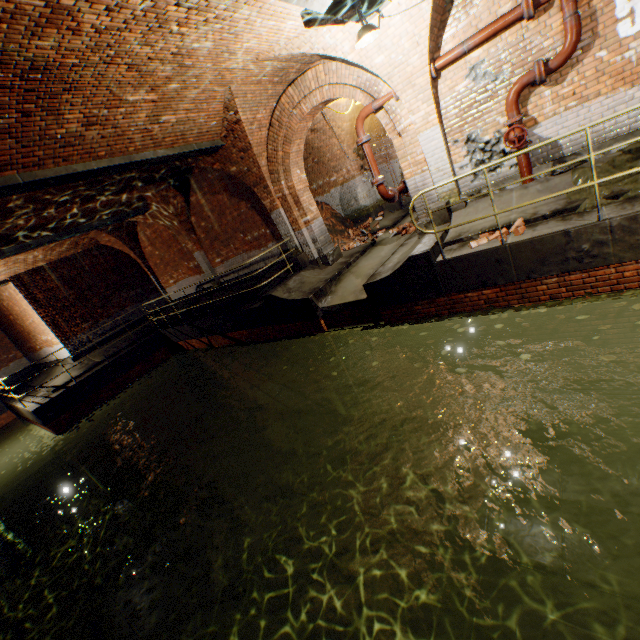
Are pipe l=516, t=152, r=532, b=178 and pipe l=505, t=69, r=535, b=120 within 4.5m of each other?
yes

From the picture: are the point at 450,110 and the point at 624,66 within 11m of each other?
yes

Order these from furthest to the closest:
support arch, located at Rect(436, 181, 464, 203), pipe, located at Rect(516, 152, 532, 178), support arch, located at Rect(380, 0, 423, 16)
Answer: support arch, located at Rect(436, 181, 464, 203)
pipe, located at Rect(516, 152, 532, 178)
support arch, located at Rect(380, 0, 423, 16)

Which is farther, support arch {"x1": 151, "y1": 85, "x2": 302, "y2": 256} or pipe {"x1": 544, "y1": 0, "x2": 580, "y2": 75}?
support arch {"x1": 151, "y1": 85, "x2": 302, "y2": 256}

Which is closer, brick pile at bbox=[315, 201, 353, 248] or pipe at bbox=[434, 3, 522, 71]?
pipe at bbox=[434, 3, 522, 71]

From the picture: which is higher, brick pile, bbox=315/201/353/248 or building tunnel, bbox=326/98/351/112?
building tunnel, bbox=326/98/351/112

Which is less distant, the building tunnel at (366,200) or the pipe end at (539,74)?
the pipe end at (539,74)

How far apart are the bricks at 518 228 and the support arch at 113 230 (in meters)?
9.73
